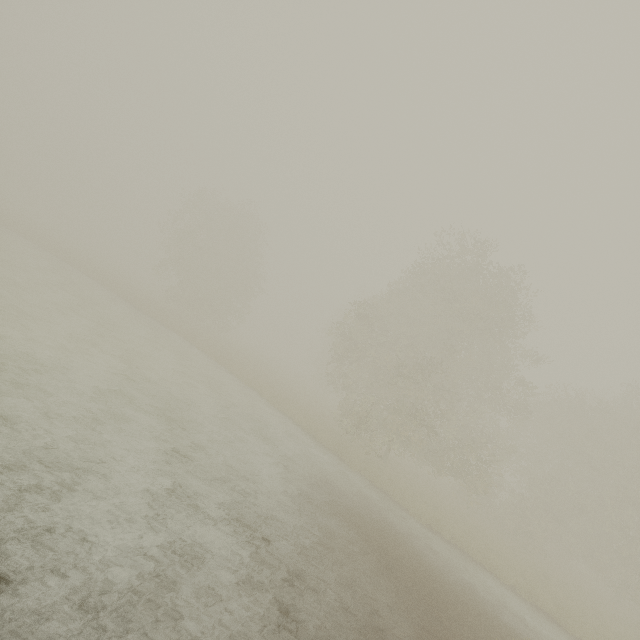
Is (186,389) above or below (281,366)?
below
